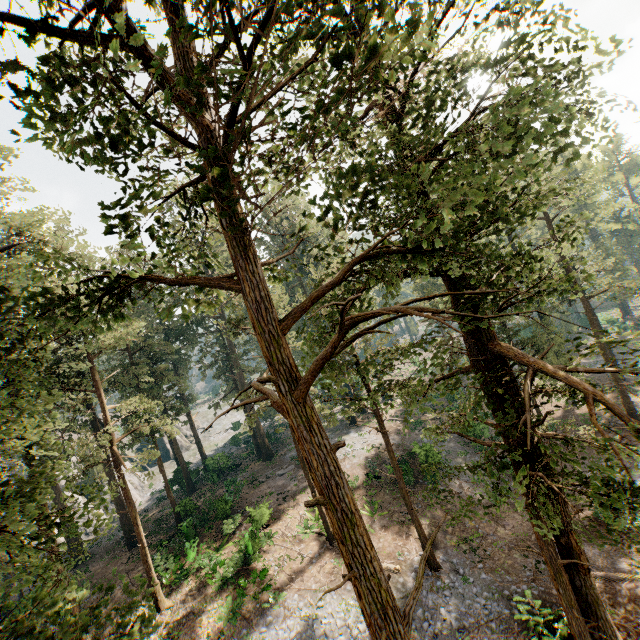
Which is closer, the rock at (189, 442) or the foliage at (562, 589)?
the foliage at (562, 589)

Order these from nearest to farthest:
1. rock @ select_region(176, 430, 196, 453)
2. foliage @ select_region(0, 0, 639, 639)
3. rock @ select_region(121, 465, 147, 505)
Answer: foliage @ select_region(0, 0, 639, 639) < rock @ select_region(121, 465, 147, 505) < rock @ select_region(176, 430, 196, 453)

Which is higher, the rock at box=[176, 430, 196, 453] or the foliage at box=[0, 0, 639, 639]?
the foliage at box=[0, 0, 639, 639]

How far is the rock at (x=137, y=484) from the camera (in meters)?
42.31

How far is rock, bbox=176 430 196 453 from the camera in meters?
54.8

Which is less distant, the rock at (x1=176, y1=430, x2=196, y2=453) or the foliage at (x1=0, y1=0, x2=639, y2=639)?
the foliage at (x1=0, y1=0, x2=639, y2=639)

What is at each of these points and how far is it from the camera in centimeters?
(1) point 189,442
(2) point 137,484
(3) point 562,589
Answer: (1) rock, 5644cm
(2) rock, 4575cm
(3) foliage, 1096cm
